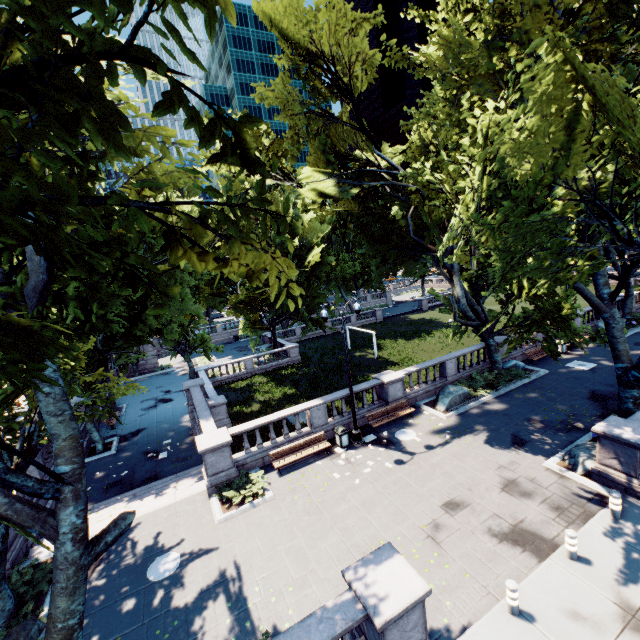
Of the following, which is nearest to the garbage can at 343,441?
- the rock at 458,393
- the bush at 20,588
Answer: the rock at 458,393

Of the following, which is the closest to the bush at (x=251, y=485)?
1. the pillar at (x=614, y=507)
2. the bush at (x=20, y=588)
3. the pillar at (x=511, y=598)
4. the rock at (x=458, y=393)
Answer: the bush at (x=20, y=588)

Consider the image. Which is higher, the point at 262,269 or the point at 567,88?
the point at 567,88

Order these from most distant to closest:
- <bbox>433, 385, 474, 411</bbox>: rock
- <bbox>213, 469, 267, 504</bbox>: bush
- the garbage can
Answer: <bbox>433, 385, 474, 411</bbox>: rock → the garbage can → <bbox>213, 469, 267, 504</bbox>: bush

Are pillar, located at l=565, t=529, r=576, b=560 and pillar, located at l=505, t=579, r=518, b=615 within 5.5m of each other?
yes

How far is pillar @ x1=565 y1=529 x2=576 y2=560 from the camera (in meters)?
9.09

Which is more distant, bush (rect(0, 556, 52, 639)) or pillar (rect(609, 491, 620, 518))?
pillar (rect(609, 491, 620, 518))

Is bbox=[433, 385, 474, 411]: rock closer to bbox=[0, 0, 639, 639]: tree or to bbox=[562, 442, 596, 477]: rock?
bbox=[0, 0, 639, 639]: tree
